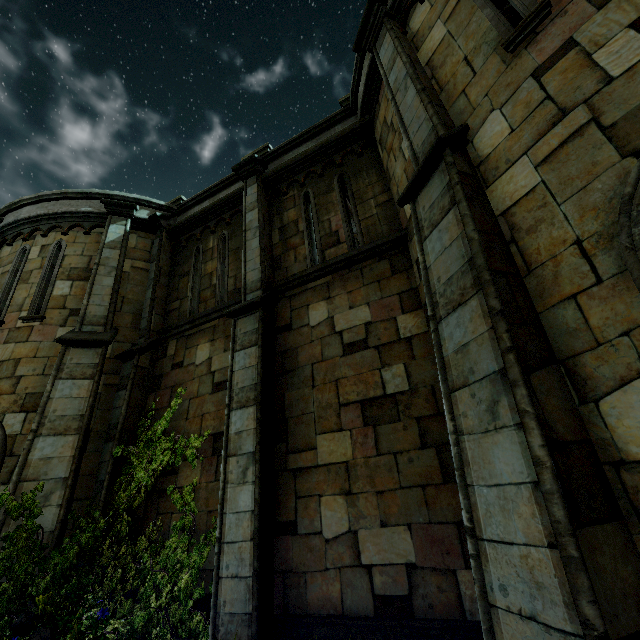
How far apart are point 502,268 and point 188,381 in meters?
6.6
